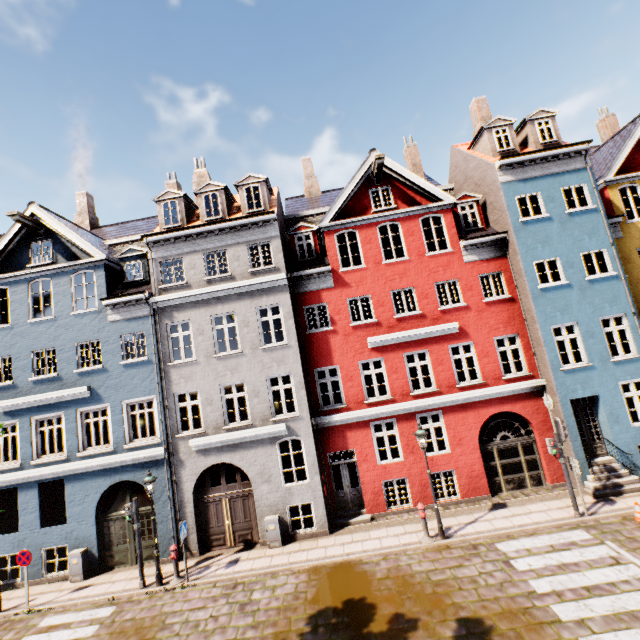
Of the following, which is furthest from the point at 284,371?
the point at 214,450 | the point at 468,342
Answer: the point at 468,342

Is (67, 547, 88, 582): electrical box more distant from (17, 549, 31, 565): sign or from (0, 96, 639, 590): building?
(17, 549, 31, 565): sign

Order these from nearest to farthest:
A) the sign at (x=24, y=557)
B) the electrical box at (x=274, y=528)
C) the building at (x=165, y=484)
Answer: the sign at (x=24, y=557)
the electrical box at (x=274, y=528)
the building at (x=165, y=484)

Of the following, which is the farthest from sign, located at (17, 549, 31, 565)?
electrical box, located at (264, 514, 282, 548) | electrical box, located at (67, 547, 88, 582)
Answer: electrical box, located at (264, 514, 282, 548)

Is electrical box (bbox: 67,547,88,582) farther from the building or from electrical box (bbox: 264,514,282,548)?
electrical box (bbox: 264,514,282,548)

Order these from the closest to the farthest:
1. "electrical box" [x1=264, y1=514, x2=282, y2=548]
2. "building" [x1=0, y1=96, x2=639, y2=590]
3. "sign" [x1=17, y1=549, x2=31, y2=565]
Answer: "sign" [x1=17, y1=549, x2=31, y2=565]
"electrical box" [x1=264, y1=514, x2=282, y2=548]
"building" [x1=0, y1=96, x2=639, y2=590]

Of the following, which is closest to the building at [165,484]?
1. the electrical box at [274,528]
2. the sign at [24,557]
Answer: the electrical box at [274,528]
